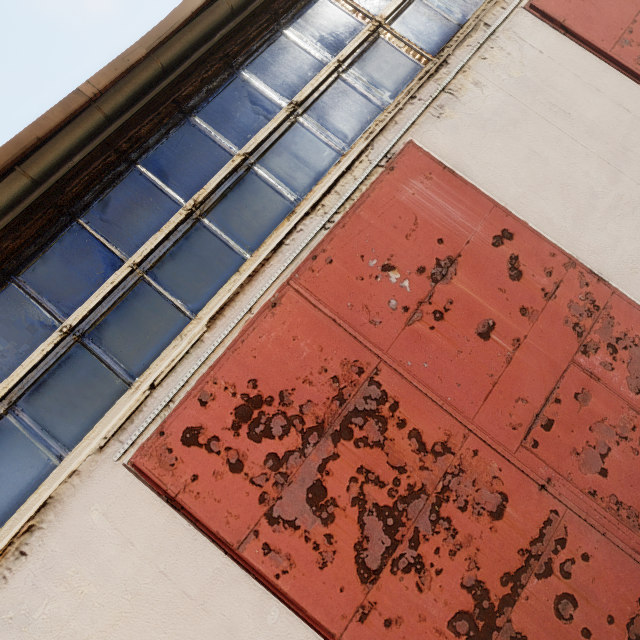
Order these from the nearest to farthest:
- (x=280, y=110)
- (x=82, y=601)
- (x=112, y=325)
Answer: (x=82, y=601), (x=112, y=325), (x=280, y=110)
